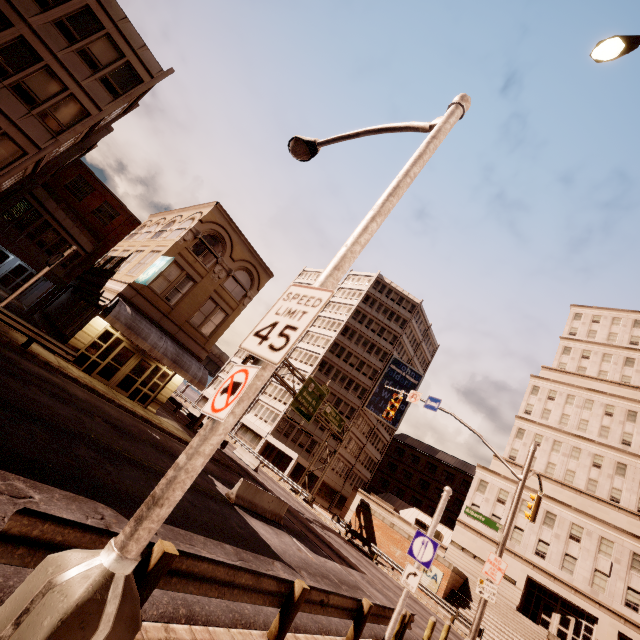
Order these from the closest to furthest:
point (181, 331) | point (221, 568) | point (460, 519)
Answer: point (221, 568) < point (181, 331) < point (460, 519)

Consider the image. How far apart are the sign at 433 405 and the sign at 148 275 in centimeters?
1690cm

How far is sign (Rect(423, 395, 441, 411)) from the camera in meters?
17.9 m

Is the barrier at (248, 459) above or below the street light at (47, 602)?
below

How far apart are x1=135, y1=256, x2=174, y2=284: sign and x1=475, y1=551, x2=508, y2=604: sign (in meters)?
20.86

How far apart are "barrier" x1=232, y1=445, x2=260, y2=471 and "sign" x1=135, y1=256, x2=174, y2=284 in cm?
2163

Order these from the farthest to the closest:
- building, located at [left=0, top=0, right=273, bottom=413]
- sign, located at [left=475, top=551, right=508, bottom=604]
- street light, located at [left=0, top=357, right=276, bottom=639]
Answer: building, located at [left=0, top=0, right=273, bottom=413]
sign, located at [left=475, top=551, right=508, bottom=604]
street light, located at [left=0, top=357, right=276, bottom=639]

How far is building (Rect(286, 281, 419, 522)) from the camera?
50.3 meters
